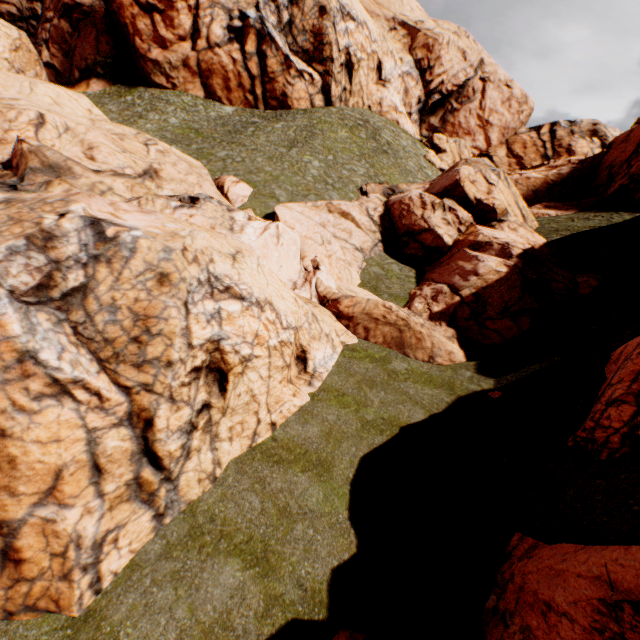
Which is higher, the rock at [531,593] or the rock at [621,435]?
the rock at [621,435]

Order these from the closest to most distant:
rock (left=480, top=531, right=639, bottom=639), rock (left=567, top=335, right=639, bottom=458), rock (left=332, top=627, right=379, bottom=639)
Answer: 1. rock (left=480, top=531, right=639, bottom=639)
2. rock (left=332, top=627, right=379, bottom=639)
3. rock (left=567, top=335, right=639, bottom=458)

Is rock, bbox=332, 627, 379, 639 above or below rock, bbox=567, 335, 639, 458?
below

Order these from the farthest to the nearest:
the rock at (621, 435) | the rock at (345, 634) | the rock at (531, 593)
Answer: the rock at (621, 435), the rock at (345, 634), the rock at (531, 593)

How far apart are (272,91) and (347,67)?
11.33m

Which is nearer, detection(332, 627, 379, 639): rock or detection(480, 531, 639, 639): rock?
detection(480, 531, 639, 639): rock
